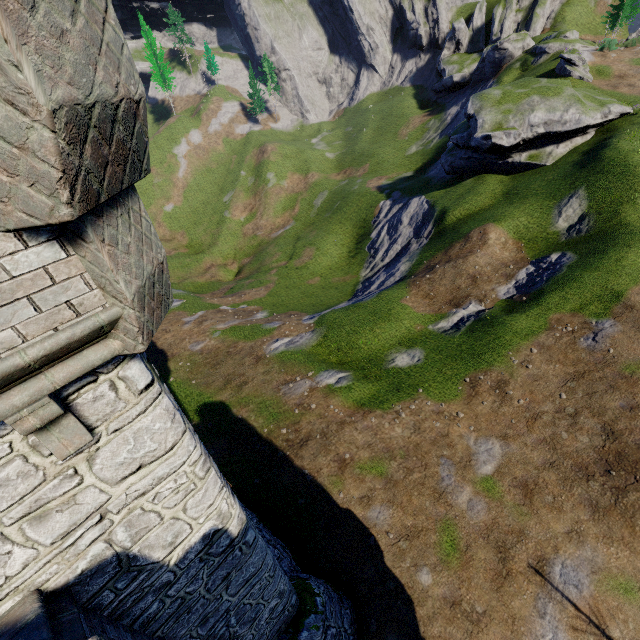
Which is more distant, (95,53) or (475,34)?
(475,34)

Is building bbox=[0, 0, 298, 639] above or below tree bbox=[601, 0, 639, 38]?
below

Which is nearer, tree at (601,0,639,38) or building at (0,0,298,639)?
building at (0,0,298,639)

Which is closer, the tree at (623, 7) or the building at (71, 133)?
the building at (71, 133)

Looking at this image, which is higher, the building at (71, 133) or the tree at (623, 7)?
the tree at (623, 7)
